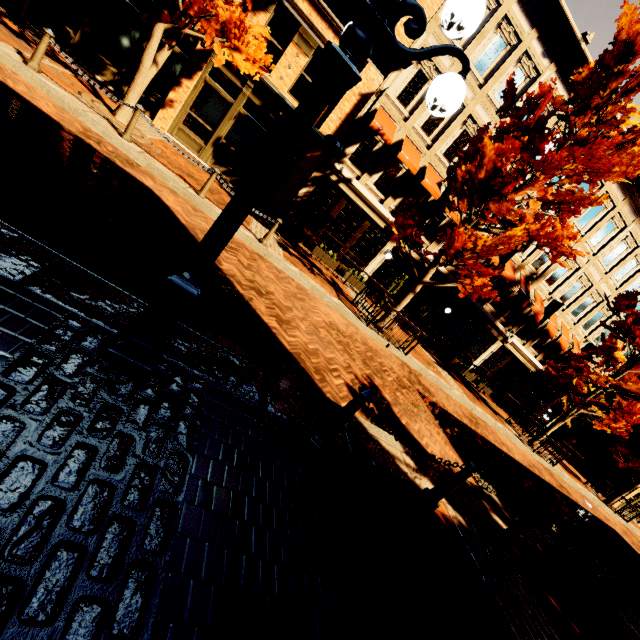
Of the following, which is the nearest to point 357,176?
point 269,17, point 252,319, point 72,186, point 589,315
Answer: point 269,17

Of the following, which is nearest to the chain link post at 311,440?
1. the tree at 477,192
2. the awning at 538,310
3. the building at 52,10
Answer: the tree at 477,192

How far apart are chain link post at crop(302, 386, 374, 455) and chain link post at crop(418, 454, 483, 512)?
1.7m

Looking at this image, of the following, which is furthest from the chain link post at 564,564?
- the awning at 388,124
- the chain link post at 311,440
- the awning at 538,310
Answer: the awning at 538,310

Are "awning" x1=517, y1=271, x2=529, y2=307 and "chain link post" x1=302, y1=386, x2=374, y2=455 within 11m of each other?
no

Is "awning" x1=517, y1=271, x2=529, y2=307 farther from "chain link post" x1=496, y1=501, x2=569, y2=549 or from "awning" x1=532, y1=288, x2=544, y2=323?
"chain link post" x1=496, y1=501, x2=569, y2=549

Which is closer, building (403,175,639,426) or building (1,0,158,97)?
building (1,0,158,97)

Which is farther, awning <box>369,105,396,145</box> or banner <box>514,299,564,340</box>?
banner <box>514,299,564,340</box>
